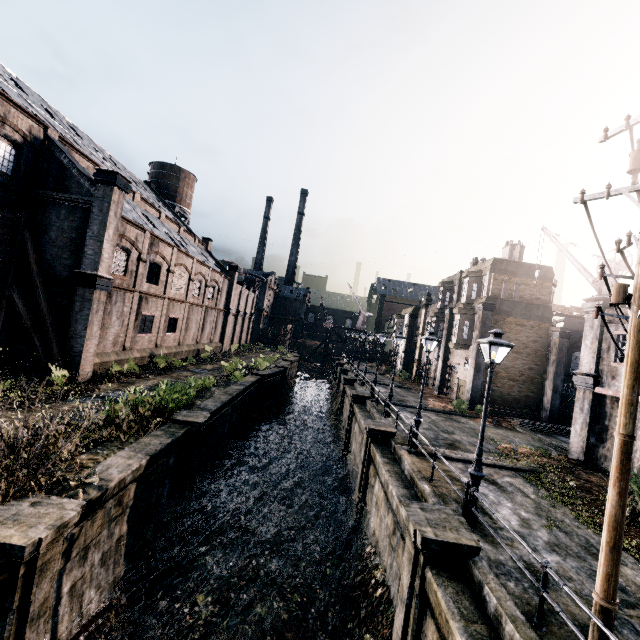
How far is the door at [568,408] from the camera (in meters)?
27.39

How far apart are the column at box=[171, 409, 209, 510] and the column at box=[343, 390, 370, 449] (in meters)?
12.50

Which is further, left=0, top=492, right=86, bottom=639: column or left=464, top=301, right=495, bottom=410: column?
left=464, top=301, right=495, bottom=410: column

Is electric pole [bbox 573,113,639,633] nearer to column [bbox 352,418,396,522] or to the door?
column [bbox 352,418,396,522]

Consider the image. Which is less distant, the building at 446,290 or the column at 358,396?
the column at 358,396

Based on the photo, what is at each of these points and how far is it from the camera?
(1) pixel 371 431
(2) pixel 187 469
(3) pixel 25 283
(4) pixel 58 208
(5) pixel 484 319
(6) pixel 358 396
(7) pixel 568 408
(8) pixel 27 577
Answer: (1) column, 16.5m
(2) column, 14.7m
(3) building, 19.2m
(4) building, 19.3m
(5) column, 28.3m
(6) column, 25.6m
(7) door, 27.4m
(8) column, 6.5m

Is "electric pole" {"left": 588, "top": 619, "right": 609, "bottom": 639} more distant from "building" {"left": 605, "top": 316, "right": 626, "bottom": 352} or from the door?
the door

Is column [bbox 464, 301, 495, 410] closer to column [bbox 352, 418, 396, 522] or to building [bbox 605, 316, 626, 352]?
building [bbox 605, 316, 626, 352]
